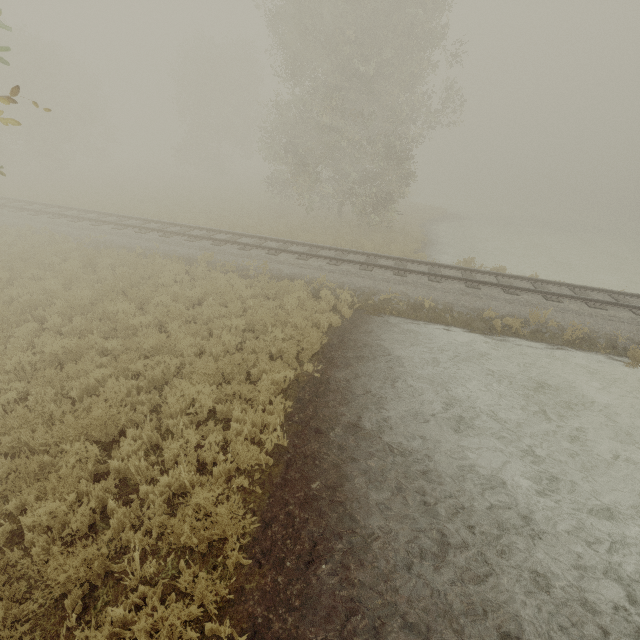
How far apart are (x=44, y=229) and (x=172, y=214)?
7.3 meters
